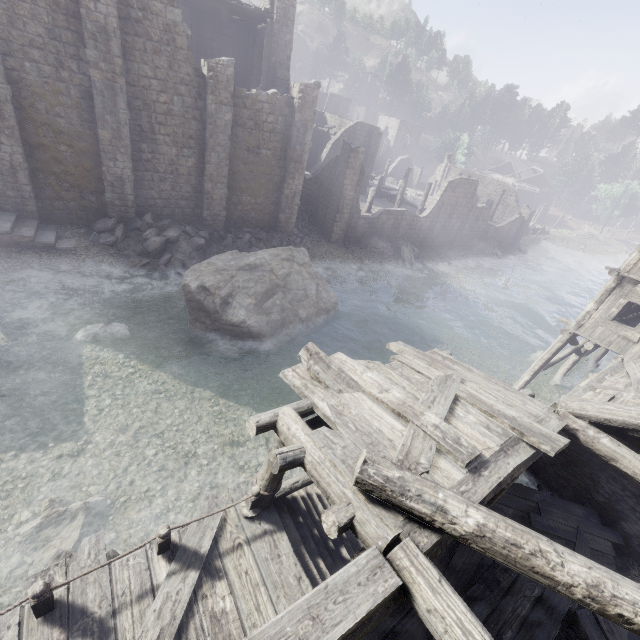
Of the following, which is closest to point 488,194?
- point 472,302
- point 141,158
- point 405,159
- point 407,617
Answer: point 405,159

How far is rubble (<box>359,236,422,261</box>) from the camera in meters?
28.0

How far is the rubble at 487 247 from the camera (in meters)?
36.69

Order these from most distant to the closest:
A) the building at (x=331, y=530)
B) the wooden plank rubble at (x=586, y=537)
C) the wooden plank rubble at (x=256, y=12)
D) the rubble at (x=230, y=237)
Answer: the wooden plank rubble at (x=256, y=12) < the rubble at (x=230, y=237) < the wooden plank rubble at (x=586, y=537) < the building at (x=331, y=530)

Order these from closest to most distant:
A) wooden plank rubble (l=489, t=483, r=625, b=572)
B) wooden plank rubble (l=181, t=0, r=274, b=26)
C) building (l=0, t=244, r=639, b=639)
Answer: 1. building (l=0, t=244, r=639, b=639)
2. wooden plank rubble (l=489, t=483, r=625, b=572)
3. wooden plank rubble (l=181, t=0, r=274, b=26)

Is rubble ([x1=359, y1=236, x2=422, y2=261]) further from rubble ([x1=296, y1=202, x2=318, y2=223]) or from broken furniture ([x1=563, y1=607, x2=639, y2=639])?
broken furniture ([x1=563, y1=607, x2=639, y2=639])

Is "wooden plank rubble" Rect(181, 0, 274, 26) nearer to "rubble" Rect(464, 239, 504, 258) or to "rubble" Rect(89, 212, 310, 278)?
"rubble" Rect(89, 212, 310, 278)

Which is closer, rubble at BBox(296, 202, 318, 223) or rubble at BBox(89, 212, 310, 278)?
rubble at BBox(89, 212, 310, 278)
